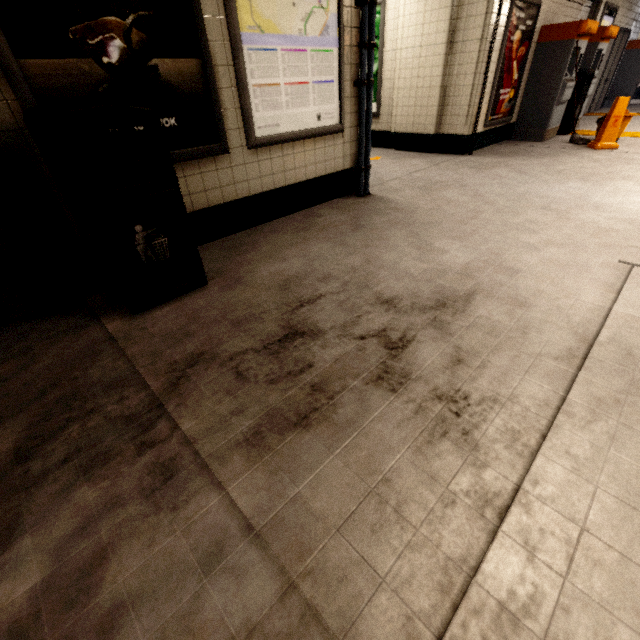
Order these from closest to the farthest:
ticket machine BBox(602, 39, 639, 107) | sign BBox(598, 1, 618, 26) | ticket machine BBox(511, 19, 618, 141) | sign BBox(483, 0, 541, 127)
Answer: sign BBox(483, 0, 541, 127) → ticket machine BBox(511, 19, 618, 141) → sign BBox(598, 1, 618, 26) → ticket machine BBox(602, 39, 639, 107)

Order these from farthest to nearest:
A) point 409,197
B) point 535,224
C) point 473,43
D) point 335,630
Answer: point 473,43 < point 409,197 < point 535,224 < point 335,630

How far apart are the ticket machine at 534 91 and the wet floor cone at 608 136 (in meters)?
0.89

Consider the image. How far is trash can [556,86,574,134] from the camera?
6.94m

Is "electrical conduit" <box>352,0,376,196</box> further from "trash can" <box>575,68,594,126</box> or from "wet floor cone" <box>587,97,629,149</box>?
"trash can" <box>575,68,594,126</box>

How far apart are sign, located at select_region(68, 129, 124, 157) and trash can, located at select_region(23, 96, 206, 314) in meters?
0.1

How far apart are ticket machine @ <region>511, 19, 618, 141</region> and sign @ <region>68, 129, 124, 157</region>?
7.0 meters

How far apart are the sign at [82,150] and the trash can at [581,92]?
8.11m
